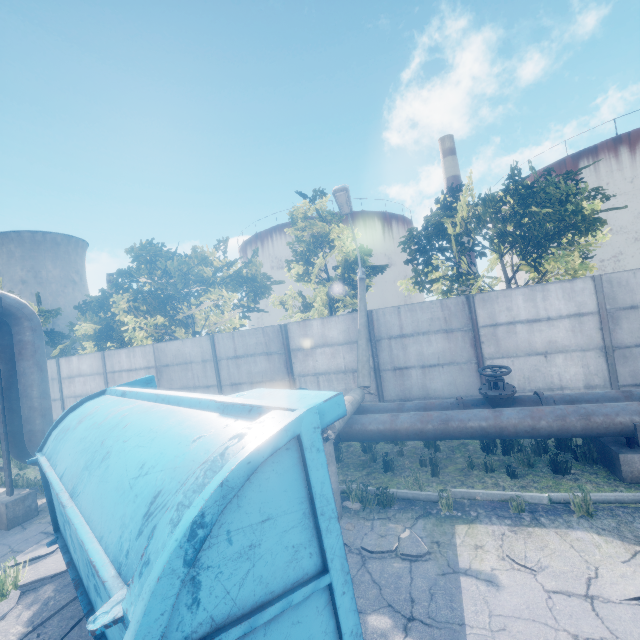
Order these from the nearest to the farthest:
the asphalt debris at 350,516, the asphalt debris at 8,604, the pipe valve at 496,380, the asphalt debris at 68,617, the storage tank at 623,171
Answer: the asphalt debris at 68,617 < the asphalt debris at 8,604 < the asphalt debris at 350,516 < the pipe valve at 496,380 < the storage tank at 623,171

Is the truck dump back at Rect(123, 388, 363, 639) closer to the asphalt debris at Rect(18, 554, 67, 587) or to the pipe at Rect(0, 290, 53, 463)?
the asphalt debris at Rect(18, 554, 67, 587)

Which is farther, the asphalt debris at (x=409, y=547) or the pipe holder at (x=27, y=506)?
the pipe holder at (x=27, y=506)

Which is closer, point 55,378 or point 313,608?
point 313,608

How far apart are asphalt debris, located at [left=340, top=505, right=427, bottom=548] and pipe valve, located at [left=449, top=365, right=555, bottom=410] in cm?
234

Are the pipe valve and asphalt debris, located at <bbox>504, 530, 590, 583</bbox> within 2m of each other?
no

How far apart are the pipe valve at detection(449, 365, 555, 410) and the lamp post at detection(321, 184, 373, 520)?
2.0m

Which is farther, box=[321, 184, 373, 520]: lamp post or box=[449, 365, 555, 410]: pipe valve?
box=[449, 365, 555, 410]: pipe valve
